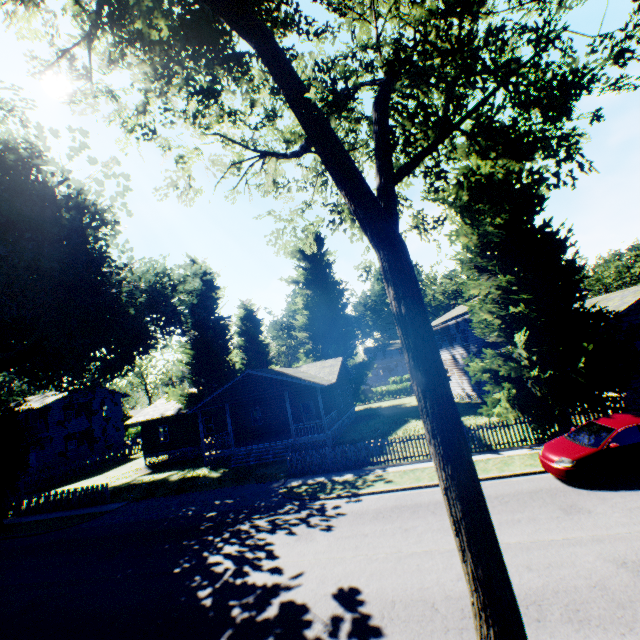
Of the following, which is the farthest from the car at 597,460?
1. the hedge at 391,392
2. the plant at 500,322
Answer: the hedge at 391,392

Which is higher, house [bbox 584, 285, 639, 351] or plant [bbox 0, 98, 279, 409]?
plant [bbox 0, 98, 279, 409]

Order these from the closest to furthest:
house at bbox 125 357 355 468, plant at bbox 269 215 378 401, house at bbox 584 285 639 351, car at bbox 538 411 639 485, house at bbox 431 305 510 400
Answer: car at bbox 538 411 639 485
house at bbox 584 285 639 351
house at bbox 125 357 355 468
house at bbox 431 305 510 400
plant at bbox 269 215 378 401

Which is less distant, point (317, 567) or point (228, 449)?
point (317, 567)

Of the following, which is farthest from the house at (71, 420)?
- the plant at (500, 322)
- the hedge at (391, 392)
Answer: the hedge at (391, 392)

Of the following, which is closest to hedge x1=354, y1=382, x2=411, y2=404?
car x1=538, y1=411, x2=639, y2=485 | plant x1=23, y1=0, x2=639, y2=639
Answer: plant x1=23, y1=0, x2=639, y2=639

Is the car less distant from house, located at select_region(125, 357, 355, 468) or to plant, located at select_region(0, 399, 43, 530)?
plant, located at select_region(0, 399, 43, 530)
